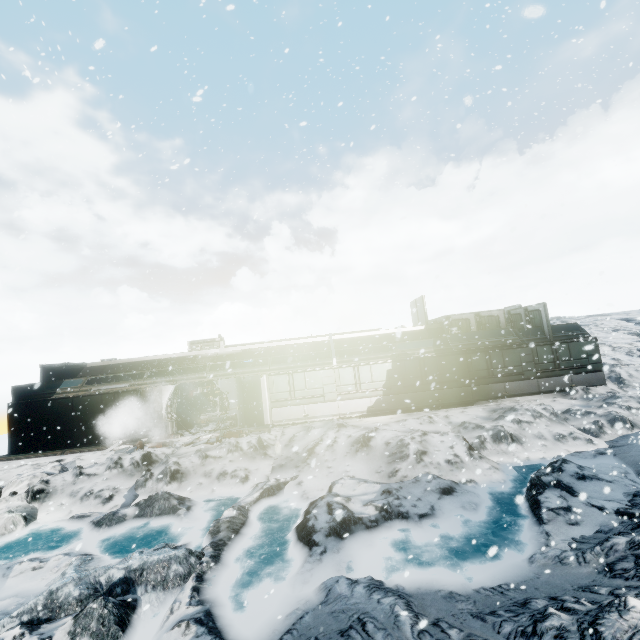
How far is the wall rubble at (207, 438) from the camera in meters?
15.4 m

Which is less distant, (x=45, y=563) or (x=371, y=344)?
(x=45, y=563)

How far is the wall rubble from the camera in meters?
15.4 m
